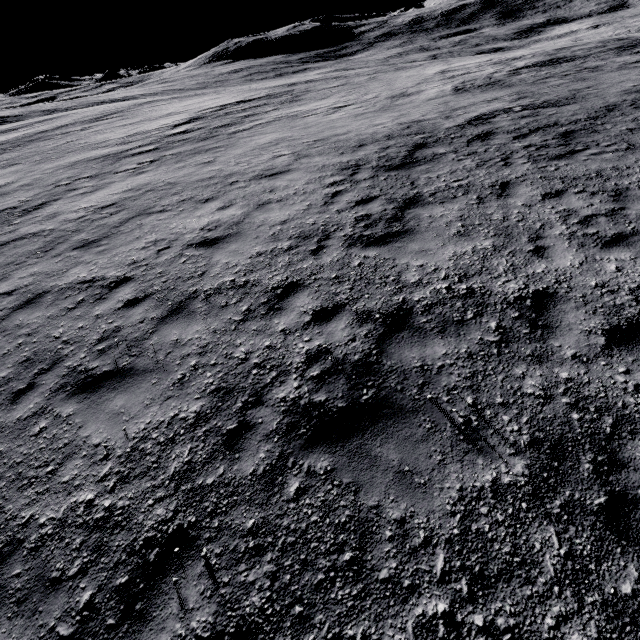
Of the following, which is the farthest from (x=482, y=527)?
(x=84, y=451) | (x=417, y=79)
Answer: (x=417, y=79)
